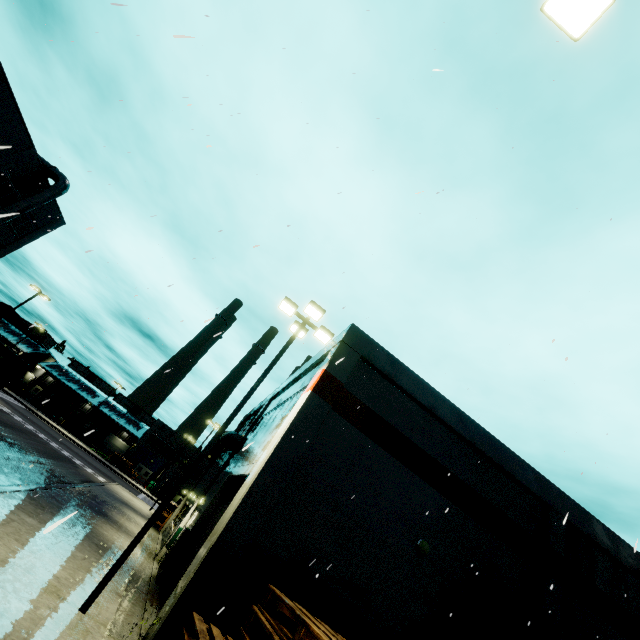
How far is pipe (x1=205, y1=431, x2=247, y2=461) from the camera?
18.70m

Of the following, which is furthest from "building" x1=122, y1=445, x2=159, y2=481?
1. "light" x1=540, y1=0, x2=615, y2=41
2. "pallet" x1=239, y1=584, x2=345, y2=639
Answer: "light" x1=540, y1=0, x2=615, y2=41

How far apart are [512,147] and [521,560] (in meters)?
14.07

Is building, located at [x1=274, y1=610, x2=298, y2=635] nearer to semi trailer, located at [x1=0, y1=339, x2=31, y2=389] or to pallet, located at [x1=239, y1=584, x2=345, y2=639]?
semi trailer, located at [x1=0, y1=339, x2=31, y2=389]

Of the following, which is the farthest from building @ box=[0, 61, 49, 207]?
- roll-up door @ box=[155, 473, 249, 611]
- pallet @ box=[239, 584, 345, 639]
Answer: pallet @ box=[239, 584, 345, 639]

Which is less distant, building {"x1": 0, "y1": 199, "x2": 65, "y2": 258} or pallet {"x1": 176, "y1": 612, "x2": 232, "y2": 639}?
pallet {"x1": 176, "y1": 612, "x2": 232, "y2": 639}

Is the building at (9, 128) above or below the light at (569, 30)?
above

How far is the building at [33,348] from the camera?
55.47m
